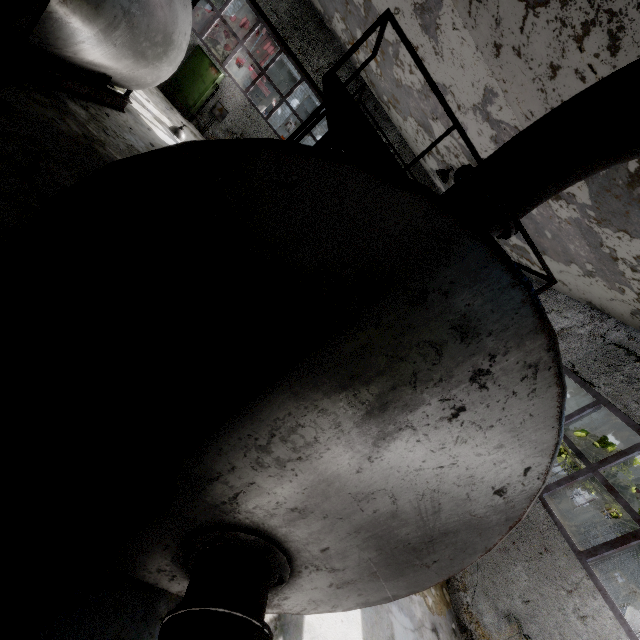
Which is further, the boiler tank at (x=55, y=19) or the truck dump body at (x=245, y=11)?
the truck dump body at (x=245, y=11)

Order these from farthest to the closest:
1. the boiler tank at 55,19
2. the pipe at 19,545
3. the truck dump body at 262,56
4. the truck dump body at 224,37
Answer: the truck dump body at 262,56 → the truck dump body at 224,37 → the boiler tank at 55,19 → the pipe at 19,545

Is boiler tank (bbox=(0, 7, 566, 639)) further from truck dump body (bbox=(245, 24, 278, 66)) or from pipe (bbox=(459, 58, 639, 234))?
pipe (bbox=(459, 58, 639, 234))

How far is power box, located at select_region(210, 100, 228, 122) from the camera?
14.3 meters

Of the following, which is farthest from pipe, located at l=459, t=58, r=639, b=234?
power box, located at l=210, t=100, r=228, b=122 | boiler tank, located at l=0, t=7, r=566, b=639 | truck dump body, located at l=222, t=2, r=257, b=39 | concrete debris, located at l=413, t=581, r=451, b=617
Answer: concrete debris, located at l=413, t=581, r=451, b=617

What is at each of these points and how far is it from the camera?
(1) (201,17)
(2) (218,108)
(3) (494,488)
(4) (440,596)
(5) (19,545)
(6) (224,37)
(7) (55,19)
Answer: (1) truck dump body, 19.9 meters
(2) power box, 14.4 meters
(3) boiler tank, 2.1 meters
(4) concrete debris, 6.4 meters
(5) pipe, 1.5 meters
(6) truck dump body, 19.2 meters
(7) boiler tank, 5.4 meters

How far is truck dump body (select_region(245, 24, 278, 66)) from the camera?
19.8m
